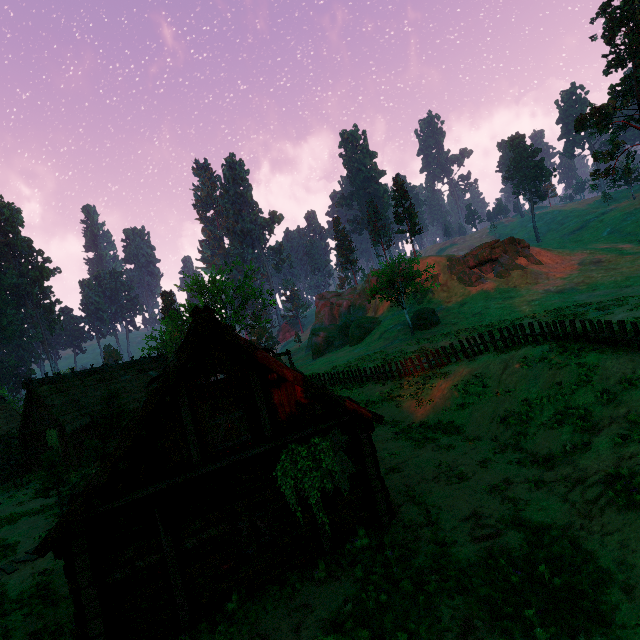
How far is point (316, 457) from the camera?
9.71m

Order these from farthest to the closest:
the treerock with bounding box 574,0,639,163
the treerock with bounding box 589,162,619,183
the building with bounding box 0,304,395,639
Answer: the treerock with bounding box 589,162,619,183
the treerock with bounding box 574,0,639,163
the building with bounding box 0,304,395,639

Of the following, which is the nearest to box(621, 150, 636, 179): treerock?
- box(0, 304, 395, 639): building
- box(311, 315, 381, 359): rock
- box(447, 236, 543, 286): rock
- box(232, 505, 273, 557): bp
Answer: box(0, 304, 395, 639): building

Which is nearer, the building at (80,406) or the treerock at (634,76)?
the building at (80,406)

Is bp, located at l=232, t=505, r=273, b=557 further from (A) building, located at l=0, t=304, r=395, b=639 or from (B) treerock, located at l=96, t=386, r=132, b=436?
(B) treerock, located at l=96, t=386, r=132, b=436

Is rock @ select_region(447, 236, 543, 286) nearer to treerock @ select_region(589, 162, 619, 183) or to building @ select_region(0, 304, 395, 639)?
treerock @ select_region(589, 162, 619, 183)

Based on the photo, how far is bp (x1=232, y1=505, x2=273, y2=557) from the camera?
8.9m

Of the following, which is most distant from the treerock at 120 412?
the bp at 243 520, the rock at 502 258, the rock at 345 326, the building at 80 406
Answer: the bp at 243 520
